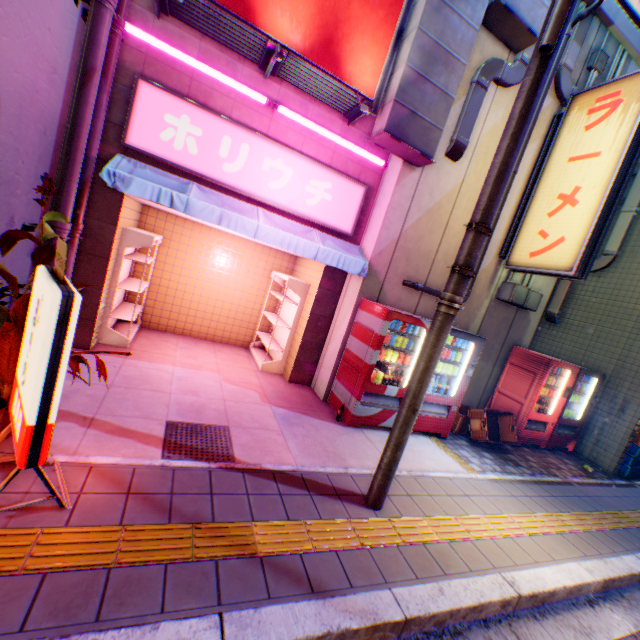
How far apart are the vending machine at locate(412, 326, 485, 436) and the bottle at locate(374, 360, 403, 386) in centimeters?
1cm

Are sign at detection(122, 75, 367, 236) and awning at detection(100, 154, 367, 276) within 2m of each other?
yes

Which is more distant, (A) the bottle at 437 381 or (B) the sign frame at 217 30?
(A) the bottle at 437 381

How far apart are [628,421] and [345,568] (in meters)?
8.15

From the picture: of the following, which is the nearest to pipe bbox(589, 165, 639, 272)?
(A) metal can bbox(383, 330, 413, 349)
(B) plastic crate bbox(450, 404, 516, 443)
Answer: (B) plastic crate bbox(450, 404, 516, 443)

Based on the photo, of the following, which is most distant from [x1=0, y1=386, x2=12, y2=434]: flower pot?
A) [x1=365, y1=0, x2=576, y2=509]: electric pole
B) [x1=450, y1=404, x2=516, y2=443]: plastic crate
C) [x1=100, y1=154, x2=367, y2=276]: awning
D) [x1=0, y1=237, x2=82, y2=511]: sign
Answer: [x1=450, y1=404, x2=516, y2=443]: plastic crate

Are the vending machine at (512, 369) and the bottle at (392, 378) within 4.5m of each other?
yes

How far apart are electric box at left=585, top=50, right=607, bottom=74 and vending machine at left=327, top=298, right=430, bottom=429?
5.74m
